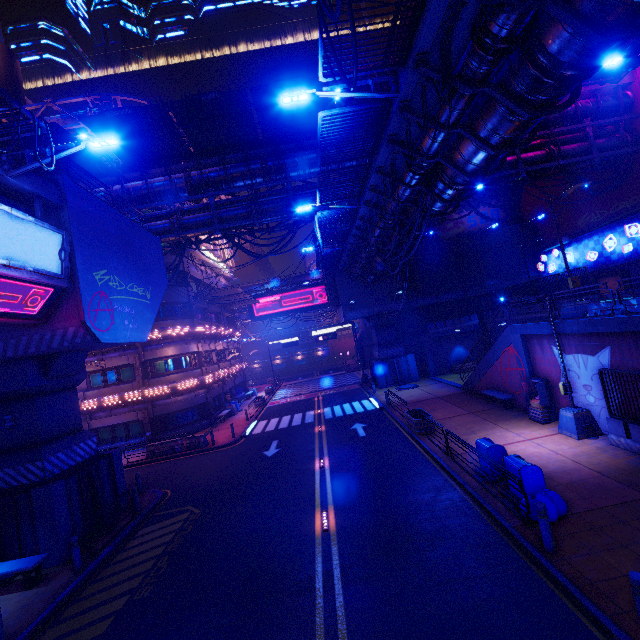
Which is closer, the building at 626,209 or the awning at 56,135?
the awning at 56,135

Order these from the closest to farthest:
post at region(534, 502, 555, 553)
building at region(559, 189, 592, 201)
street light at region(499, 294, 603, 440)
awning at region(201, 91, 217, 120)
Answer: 1. post at region(534, 502, 555, 553)
2. street light at region(499, 294, 603, 440)
3. awning at region(201, 91, 217, 120)
4. building at region(559, 189, 592, 201)

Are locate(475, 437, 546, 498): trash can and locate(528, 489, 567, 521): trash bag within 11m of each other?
yes

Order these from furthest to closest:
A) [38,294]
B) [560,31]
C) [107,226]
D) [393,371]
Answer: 1. [393,371]
2. [107,226]
3. [38,294]
4. [560,31]

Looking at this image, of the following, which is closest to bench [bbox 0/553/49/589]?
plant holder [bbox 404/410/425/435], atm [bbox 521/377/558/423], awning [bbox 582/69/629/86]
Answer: plant holder [bbox 404/410/425/435]

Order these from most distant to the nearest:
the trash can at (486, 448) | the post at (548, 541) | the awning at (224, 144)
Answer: the awning at (224, 144) → the trash can at (486, 448) → the post at (548, 541)

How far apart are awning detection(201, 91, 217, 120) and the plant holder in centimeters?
1848cm

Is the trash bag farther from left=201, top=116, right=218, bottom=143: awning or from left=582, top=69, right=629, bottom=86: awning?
left=582, top=69, right=629, bottom=86: awning
